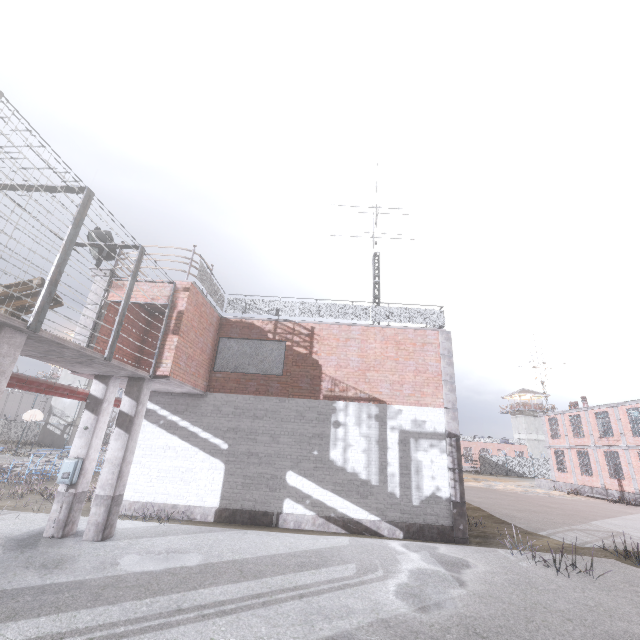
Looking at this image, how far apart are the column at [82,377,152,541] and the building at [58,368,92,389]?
41.6 meters

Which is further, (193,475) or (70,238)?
(193,475)

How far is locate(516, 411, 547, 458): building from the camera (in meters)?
56.23

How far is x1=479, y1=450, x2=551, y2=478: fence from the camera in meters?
48.4 m

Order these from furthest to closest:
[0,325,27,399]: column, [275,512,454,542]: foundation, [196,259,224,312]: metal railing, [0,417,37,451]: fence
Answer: [0,417,37,451]: fence
[196,259,224,312]: metal railing
[275,512,454,542]: foundation
[0,325,27,399]: column

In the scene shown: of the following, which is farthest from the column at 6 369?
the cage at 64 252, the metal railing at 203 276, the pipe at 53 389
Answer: the metal railing at 203 276

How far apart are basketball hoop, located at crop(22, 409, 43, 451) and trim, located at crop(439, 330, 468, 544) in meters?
32.0 m

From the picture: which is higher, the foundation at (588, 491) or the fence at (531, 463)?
the fence at (531, 463)
